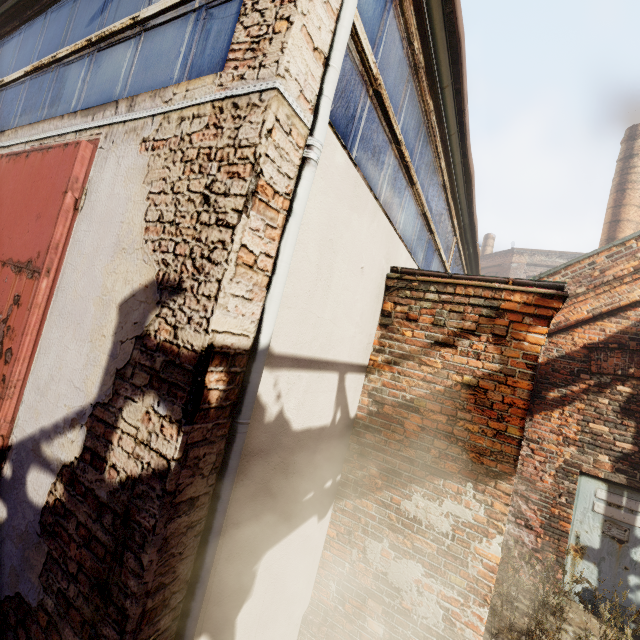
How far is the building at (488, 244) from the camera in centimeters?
2938cm

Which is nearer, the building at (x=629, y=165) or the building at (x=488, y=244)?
the building at (x=629, y=165)

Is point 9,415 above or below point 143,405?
below

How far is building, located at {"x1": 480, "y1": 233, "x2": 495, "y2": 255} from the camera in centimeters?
2938cm

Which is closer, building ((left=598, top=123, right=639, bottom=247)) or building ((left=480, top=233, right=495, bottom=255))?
building ((left=598, top=123, right=639, bottom=247))

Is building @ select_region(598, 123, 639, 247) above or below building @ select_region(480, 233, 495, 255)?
below
